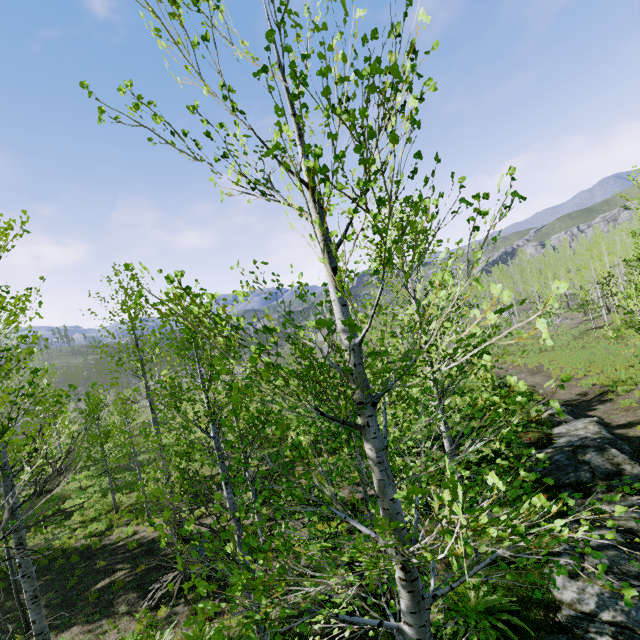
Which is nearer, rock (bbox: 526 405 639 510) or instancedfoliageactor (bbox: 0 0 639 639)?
instancedfoliageactor (bbox: 0 0 639 639)

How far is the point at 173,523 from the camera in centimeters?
238cm

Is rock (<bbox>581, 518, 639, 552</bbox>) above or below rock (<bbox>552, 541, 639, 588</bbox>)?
below

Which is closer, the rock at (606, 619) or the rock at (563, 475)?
the rock at (606, 619)

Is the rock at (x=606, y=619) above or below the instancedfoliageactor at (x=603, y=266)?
below

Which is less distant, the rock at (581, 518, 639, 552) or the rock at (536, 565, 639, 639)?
the rock at (536, 565, 639, 639)
